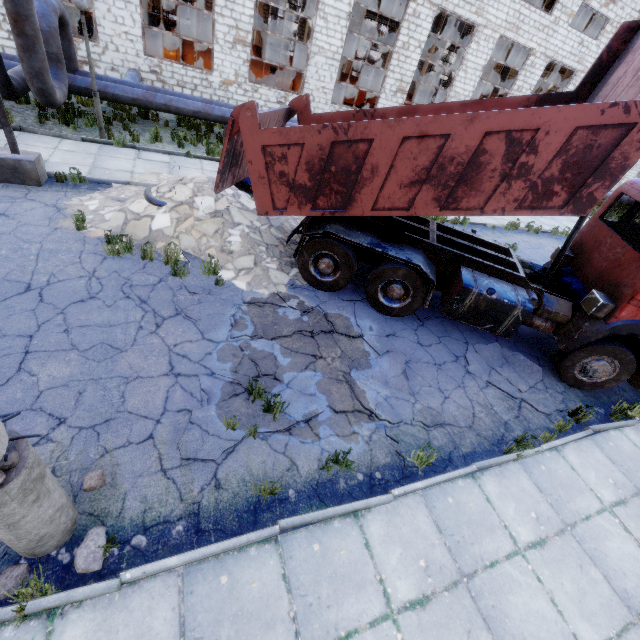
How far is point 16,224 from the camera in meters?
6.4

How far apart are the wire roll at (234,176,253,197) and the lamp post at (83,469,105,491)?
7.24m

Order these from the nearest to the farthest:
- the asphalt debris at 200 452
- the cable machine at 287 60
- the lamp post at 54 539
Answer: the lamp post at 54 539, the asphalt debris at 200 452, the cable machine at 287 60

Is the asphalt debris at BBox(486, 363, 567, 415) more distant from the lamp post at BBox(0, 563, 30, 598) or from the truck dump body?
the lamp post at BBox(0, 563, 30, 598)

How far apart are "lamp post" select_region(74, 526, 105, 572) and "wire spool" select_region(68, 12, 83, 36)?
24.30m

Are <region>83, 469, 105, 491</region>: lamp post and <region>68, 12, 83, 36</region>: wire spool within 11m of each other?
no

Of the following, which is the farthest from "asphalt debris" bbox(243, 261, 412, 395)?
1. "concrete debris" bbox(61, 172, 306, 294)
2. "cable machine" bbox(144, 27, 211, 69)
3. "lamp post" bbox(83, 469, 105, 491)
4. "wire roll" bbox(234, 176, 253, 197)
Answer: "cable machine" bbox(144, 27, 211, 69)

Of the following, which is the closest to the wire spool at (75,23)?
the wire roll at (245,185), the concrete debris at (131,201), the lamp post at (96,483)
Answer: the concrete debris at (131,201)
